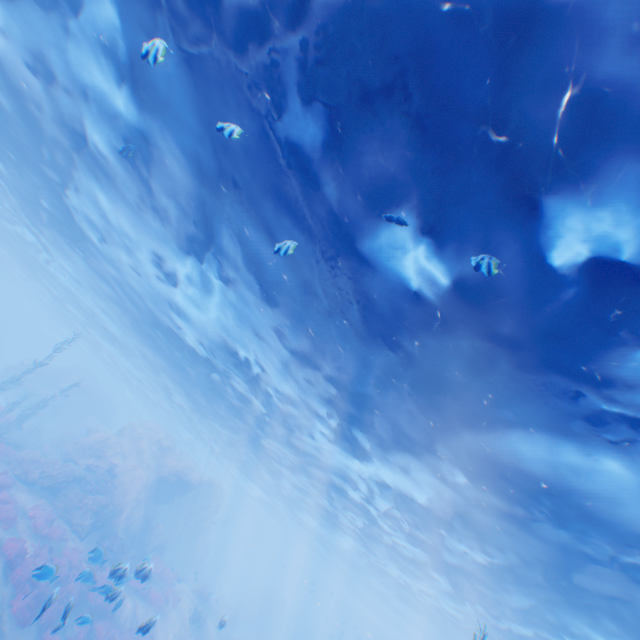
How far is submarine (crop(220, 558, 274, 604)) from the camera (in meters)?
53.25

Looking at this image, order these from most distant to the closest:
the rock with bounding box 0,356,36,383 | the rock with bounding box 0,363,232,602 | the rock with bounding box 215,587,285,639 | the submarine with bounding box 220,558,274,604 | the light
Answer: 1. the submarine with bounding box 220,558,274,604
2. the rock with bounding box 0,356,36,383
3. the rock with bounding box 215,587,285,639
4. the rock with bounding box 0,363,232,602
5. the light

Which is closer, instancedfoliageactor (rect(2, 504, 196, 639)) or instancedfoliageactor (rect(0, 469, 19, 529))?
instancedfoliageactor (rect(2, 504, 196, 639))

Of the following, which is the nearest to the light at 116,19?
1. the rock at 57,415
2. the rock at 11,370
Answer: the rock at 57,415

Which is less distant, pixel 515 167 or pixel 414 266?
pixel 515 167

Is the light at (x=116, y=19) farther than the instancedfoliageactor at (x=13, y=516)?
No

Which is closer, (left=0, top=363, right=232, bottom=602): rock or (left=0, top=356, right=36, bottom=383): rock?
(left=0, top=363, right=232, bottom=602): rock

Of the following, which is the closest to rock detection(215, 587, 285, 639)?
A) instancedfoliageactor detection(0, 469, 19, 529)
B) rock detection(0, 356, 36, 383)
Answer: instancedfoliageactor detection(0, 469, 19, 529)
